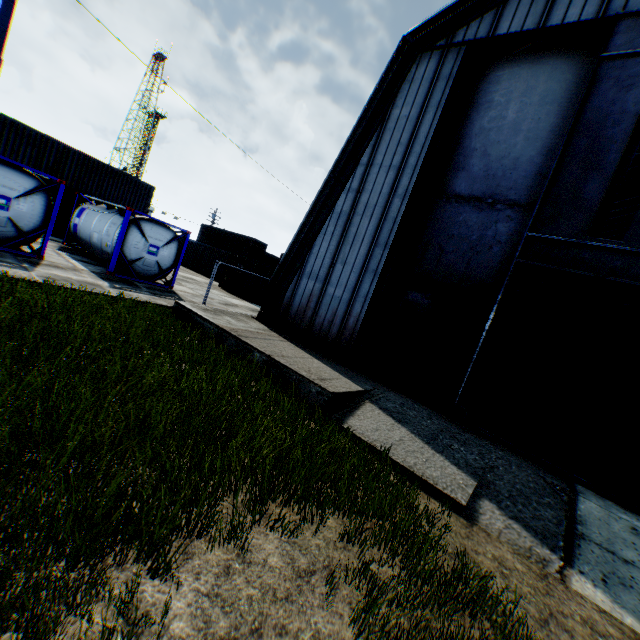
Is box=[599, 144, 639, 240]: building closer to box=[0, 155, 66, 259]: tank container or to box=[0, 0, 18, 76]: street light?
box=[0, 155, 66, 259]: tank container

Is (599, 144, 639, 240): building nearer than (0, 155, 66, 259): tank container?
No

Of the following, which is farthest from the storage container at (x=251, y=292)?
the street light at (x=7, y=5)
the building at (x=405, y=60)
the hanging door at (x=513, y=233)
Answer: the street light at (x=7, y=5)

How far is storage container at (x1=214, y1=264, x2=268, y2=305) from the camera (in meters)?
23.33

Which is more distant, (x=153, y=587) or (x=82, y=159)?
(x=82, y=159)

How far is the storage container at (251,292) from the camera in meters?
23.3 m

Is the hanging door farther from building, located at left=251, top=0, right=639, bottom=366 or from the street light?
the street light

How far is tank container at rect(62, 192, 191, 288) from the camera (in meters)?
14.05
